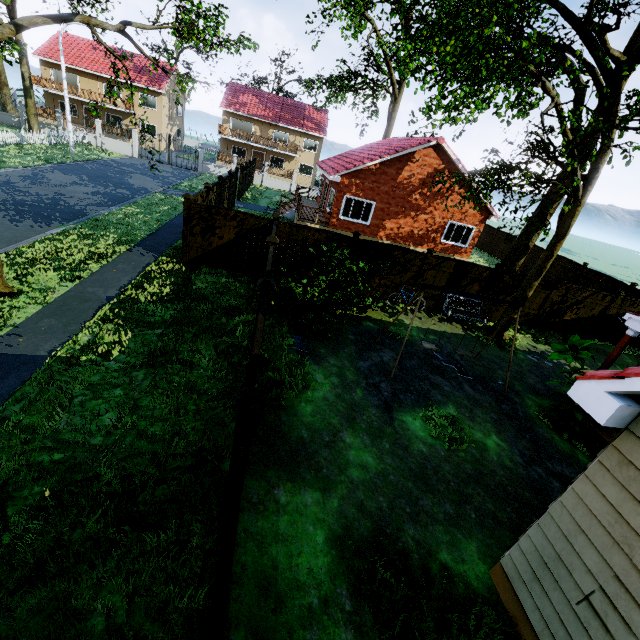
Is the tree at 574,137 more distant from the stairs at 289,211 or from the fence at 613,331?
the stairs at 289,211

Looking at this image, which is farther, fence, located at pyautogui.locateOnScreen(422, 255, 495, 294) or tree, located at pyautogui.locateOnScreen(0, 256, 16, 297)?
fence, located at pyautogui.locateOnScreen(422, 255, 495, 294)

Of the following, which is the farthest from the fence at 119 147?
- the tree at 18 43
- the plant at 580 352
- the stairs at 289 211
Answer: the plant at 580 352

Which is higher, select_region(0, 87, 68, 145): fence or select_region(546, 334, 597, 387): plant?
select_region(546, 334, 597, 387): plant

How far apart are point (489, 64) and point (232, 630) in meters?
12.8 m

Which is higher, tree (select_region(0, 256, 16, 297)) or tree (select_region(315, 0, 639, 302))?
tree (select_region(315, 0, 639, 302))

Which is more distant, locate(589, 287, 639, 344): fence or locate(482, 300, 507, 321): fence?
locate(589, 287, 639, 344): fence
